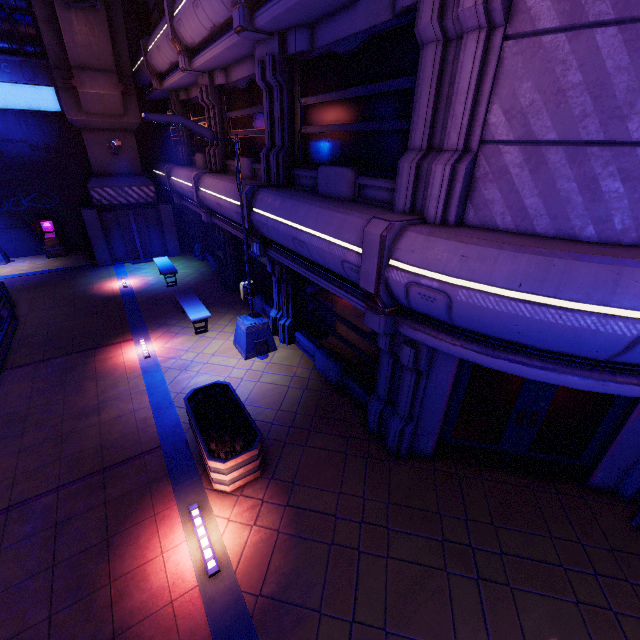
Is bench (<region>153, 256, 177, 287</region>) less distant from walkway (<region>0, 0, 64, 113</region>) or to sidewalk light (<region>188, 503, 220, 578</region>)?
walkway (<region>0, 0, 64, 113</region>)

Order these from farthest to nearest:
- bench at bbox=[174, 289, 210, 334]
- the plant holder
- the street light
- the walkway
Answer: the walkway, bench at bbox=[174, 289, 210, 334], the street light, the plant holder

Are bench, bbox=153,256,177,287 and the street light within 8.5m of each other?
yes

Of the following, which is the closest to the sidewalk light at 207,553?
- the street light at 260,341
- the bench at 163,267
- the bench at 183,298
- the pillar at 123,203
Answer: the street light at 260,341

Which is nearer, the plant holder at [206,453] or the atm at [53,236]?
the plant holder at [206,453]

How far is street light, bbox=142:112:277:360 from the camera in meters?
6.6

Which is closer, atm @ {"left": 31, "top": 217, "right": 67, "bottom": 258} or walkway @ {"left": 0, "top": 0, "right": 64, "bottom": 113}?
walkway @ {"left": 0, "top": 0, "right": 64, "bottom": 113}

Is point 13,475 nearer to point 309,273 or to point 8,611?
point 8,611
